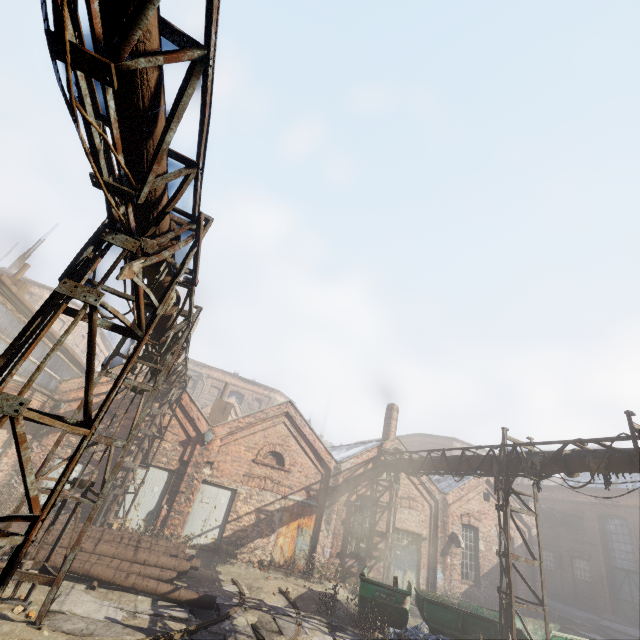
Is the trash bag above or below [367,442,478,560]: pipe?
below

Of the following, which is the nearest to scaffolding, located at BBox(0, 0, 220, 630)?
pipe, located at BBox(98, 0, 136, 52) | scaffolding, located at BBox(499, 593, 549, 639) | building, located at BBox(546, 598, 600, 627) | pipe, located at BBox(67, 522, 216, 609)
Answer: pipe, located at BBox(98, 0, 136, 52)

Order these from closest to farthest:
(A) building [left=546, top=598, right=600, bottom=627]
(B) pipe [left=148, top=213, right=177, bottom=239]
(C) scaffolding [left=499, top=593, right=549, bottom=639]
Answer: (B) pipe [left=148, top=213, right=177, bottom=239] < (C) scaffolding [left=499, top=593, right=549, bottom=639] < (A) building [left=546, top=598, right=600, bottom=627]

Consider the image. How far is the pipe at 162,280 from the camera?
5.3 meters

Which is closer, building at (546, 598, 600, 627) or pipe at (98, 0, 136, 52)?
pipe at (98, 0, 136, 52)

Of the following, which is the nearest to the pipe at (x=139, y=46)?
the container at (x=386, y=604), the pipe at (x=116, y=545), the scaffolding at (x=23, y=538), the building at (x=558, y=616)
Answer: the scaffolding at (x=23, y=538)

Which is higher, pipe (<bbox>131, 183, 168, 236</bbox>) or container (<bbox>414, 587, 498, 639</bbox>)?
pipe (<bbox>131, 183, 168, 236</bbox>)

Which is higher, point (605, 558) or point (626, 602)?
point (605, 558)
